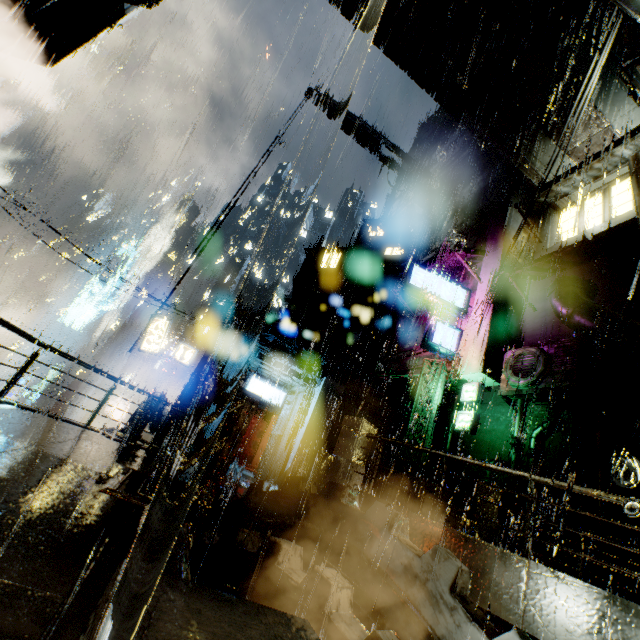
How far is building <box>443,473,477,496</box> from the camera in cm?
1498

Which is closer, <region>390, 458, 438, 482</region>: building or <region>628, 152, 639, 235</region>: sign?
<region>628, 152, 639, 235</region>: sign

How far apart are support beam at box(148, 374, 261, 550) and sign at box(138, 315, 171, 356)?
14.28m

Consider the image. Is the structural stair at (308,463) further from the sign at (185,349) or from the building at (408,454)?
the sign at (185,349)

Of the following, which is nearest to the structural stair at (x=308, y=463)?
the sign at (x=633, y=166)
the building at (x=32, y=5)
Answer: the building at (x=32, y=5)

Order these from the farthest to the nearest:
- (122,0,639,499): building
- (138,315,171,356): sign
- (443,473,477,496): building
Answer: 1. (138,315,171,356): sign
2. (443,473,477,496): building
3. (122,0,639,499): building

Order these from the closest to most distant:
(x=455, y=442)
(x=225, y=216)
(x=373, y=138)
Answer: (x=455, y=442) < (x=225, y=216) < (x=373, y=138)

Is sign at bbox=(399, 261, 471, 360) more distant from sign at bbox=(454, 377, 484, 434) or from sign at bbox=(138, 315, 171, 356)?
sign at bbox=(138, 315, 171, 356)
